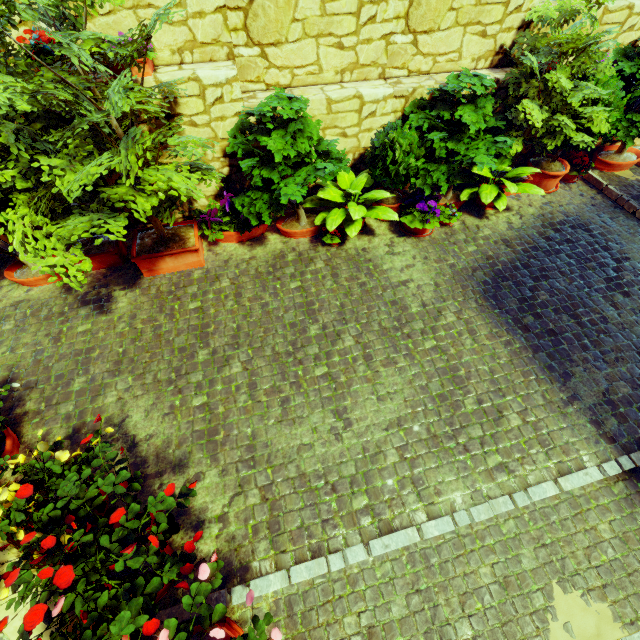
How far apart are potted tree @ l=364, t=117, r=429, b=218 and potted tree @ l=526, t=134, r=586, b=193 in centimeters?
242cm

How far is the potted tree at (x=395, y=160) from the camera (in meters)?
4.20

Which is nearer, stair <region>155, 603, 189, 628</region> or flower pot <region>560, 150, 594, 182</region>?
stair <region>155, 603, 189, 628</region>

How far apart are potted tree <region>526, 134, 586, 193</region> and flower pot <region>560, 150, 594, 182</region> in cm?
9

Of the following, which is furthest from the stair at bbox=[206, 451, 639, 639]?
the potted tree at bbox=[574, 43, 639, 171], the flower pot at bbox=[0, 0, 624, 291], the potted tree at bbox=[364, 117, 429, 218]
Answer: the potted tree at bbox=[364, 117, 429, 218]

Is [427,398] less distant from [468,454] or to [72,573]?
[468,454]

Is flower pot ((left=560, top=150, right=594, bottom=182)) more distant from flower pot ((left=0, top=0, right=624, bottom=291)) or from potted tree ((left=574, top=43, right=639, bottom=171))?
flower pot ((left=0, top=0, right=624, bottom=291))

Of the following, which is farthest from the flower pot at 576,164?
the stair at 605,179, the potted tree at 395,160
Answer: the potted tree at 395,160
